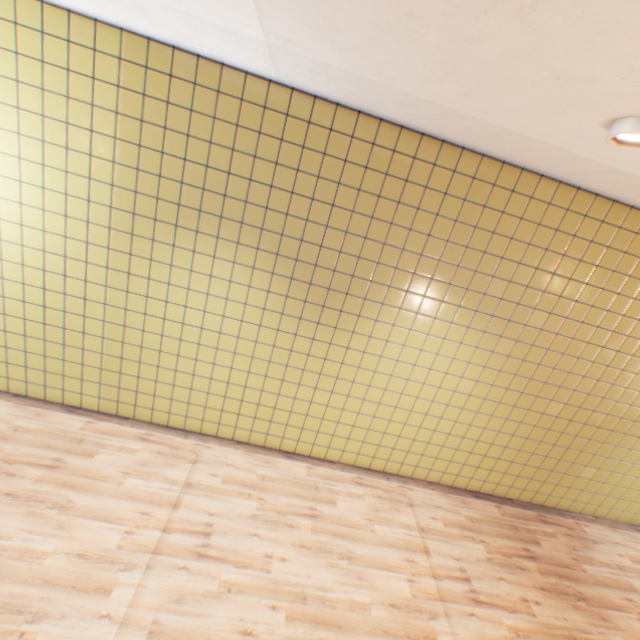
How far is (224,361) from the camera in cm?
420
